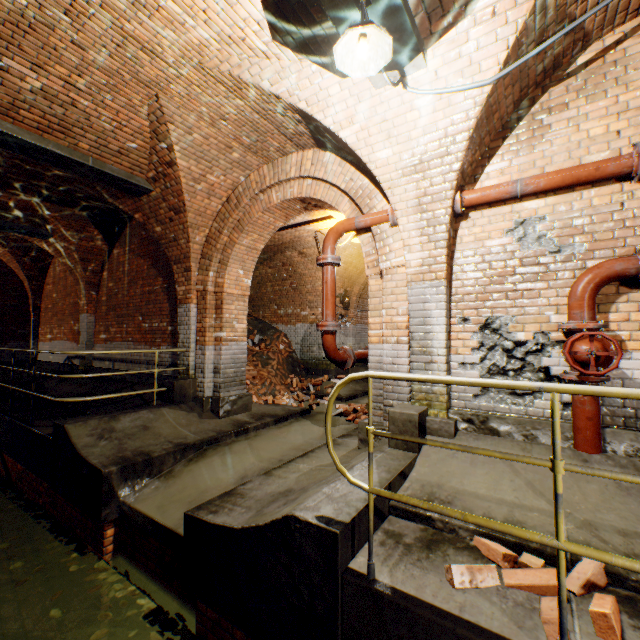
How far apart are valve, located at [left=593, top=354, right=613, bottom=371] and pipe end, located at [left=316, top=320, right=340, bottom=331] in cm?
263

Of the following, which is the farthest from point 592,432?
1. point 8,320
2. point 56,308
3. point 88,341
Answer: point 8,320

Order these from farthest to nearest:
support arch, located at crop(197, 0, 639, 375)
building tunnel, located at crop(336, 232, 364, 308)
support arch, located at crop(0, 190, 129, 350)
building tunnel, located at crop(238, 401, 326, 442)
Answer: building tunnel, located at crop(336, 232, 364, 308) < support arch, located at crop(0, 190, 129, 350) < building tunnel, located at crop(238, 401, 326, 442) < support arch, located at crop(197, 0, 639, 375)

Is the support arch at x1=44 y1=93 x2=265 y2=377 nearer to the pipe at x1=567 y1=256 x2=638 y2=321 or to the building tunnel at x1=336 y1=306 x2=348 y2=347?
the building tunnel at x1=336 y1=306 x2=348 y2=347

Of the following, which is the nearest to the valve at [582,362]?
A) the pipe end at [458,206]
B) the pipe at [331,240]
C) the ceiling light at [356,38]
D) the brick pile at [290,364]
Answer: the pipe end at [458,206]

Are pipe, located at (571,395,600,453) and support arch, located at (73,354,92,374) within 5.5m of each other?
no

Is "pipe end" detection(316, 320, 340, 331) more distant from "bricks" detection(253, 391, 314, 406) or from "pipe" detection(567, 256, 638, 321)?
"bricks" detection(253, 391, 314, 406)

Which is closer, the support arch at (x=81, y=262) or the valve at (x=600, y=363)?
the valve at (x=600, y=363)
